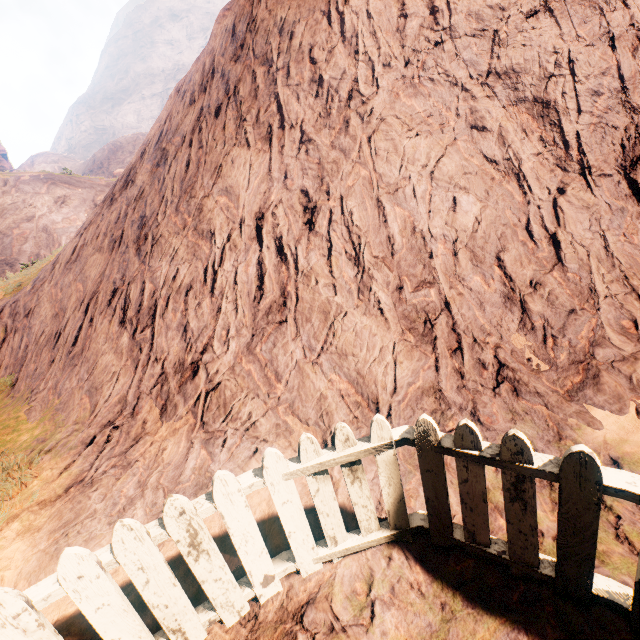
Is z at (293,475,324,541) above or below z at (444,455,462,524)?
below

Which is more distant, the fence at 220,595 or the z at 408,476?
the z at 408,476

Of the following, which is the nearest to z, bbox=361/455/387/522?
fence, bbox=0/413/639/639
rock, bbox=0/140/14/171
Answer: fence, bbox=0/413/639/639

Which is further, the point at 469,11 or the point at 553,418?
the point at 469,11

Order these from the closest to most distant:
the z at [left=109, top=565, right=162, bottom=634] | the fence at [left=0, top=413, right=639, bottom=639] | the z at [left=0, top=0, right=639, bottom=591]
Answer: the fence at [left=0, top=413, right=639, bottom=639], the z at [left=109, top=565, right=162, bottom=634], the z at [left=0, top=0, right=639, bottom=591]

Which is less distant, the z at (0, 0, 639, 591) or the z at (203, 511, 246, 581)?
the z at (203, 511, 246, 581)

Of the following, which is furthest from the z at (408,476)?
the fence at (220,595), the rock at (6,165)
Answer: the rock at (6,165)
